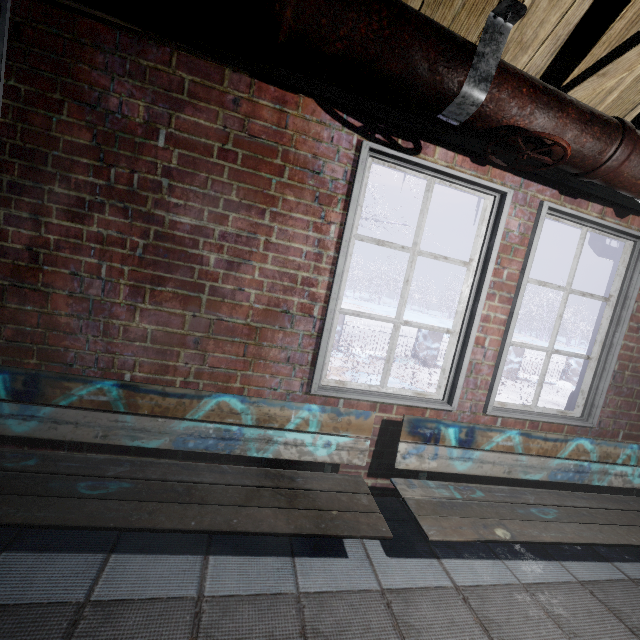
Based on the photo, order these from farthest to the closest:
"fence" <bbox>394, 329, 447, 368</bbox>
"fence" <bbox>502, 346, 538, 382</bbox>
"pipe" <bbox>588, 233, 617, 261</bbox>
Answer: "fence" <bbox>502, 346, 538, 382</bbox> → "fence" <bbox>394, 329, 447, 368</bbox> → "pipe" <bbox>588, 233, 617, 261</bbox>

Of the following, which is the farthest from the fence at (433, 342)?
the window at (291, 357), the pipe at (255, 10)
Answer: the pipe at (255, 10)

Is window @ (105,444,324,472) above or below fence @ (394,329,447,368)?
below

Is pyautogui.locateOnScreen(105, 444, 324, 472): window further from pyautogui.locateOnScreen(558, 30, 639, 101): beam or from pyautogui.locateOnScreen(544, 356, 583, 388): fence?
pyautogui.locateOnScreen(544, 356, 583, 388): fence

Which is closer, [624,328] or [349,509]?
[349,509]

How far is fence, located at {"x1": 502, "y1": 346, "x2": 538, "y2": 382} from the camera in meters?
7.8

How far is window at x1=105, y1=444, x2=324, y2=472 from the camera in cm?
155

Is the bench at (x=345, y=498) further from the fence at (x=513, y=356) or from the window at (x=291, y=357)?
the fence at (x=513, y=356)
